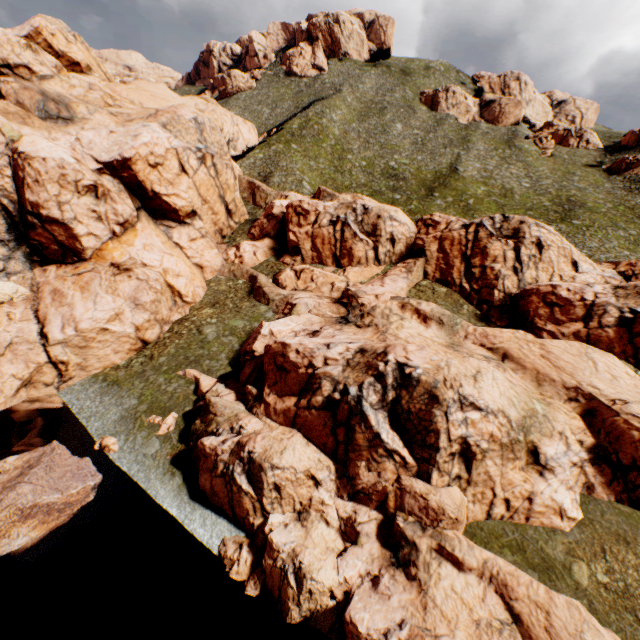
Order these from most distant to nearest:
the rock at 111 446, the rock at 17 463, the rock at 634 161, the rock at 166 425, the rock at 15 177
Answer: the rock at 634 161 < the rock at 166 425 < the rock at 111 446 < the rock at 17 463 < the rock at 15 177

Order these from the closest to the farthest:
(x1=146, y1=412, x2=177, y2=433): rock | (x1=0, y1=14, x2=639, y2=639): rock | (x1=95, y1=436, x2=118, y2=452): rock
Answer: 1. (x1=0, y1=14, x2=639, y2=639): rock
2. (x1=95, y1=436, x2=118, y2=452): rock
3. (x1=146, y1=412, x2=177, y2=433): rock

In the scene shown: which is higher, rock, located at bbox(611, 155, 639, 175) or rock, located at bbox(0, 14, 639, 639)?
rock, located at bbox(611, 155, 639, 175)

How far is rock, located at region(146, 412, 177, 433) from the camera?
23.4m

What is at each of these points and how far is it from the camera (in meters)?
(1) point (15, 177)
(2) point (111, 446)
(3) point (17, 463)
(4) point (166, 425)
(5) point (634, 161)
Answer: (1) rock, 30.36
(2) rock, 22.73
(3) rock, 21.06
(4) rock, 23.67
(5) rock, 58.00

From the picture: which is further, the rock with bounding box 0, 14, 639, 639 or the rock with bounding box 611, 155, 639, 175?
the rock with bounding box 611, 155, 639, 175

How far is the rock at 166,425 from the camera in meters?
23.4 m
